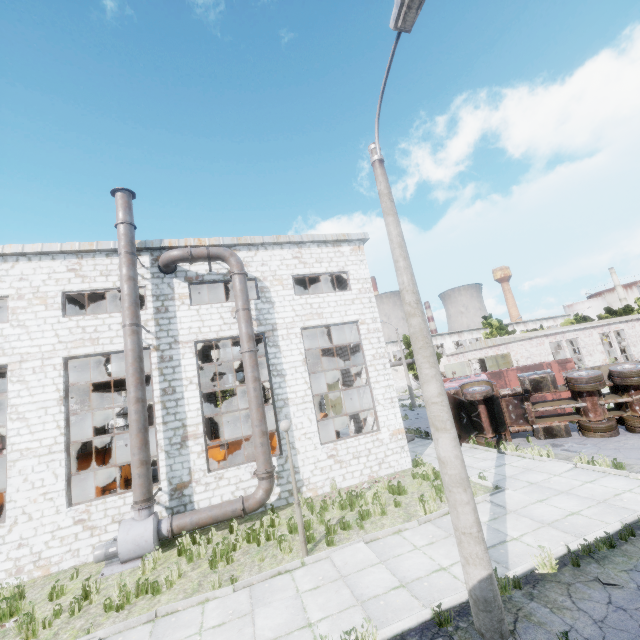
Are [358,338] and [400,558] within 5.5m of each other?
no

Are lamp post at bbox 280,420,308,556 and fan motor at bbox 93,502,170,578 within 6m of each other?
yes

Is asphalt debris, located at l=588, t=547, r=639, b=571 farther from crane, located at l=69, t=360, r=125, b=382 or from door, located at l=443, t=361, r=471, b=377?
door, located at l=443, t=361, r=471, b=377

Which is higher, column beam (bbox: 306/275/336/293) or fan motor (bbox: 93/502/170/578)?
column beam (bbox: 306/275/336/293)

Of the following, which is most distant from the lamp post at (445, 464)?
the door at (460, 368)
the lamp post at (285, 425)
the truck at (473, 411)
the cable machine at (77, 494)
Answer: the door at (460, 368)

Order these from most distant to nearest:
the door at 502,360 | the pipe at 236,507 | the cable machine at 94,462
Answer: the door at 502,360
the cable machine at 94,462
the pipe at 236,507

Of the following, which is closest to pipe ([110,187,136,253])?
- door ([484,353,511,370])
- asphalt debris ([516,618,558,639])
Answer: asphalt debris ([516,618,558,639])

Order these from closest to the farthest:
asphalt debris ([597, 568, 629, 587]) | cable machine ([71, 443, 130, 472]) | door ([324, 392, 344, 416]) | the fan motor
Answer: asphalt debris ([597, 568, 629, 587]) → the fan motor → cable machine ([71, 443, 130, 472]) → door ([324, 392, 344, 416])
